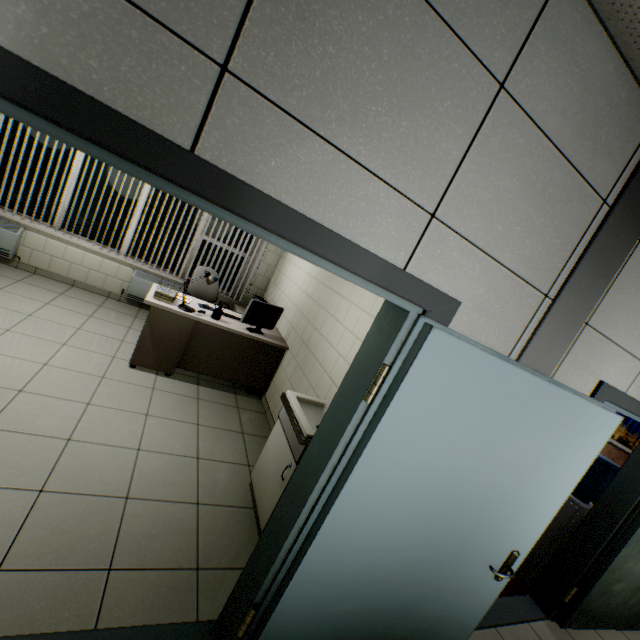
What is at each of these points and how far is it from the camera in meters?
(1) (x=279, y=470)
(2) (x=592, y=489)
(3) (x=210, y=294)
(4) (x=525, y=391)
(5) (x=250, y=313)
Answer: (1) cabinet, 2.5
(2) water container, 3.3
(3) chair, 5.2
(4) door, 1.5
(5) monitor, 4.1

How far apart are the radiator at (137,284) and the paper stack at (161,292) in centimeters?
173cm

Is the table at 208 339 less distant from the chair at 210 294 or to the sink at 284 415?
the chair at 210 294

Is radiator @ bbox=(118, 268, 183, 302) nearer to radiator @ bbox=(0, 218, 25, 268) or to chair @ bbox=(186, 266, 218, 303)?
chair @ bbox=(186, 266, 218, 303)

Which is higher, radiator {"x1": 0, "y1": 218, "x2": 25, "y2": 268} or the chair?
the chair

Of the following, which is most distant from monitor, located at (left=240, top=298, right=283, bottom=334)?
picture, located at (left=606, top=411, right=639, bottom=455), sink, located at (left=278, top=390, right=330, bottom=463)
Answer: picture, located at (left=606, top=411, right=639, bottom=455)

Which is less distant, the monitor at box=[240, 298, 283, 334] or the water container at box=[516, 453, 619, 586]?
the water container at box=[516, 453, 619, 586]

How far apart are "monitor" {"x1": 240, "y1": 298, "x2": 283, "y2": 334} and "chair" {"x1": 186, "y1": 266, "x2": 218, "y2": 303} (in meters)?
0.96
